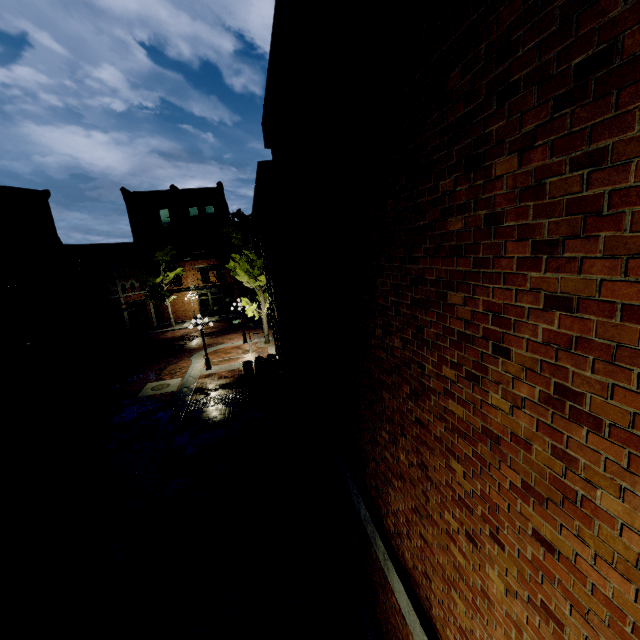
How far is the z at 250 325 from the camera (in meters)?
28.65

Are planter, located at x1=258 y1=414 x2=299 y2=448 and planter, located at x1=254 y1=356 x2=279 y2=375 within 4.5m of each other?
no

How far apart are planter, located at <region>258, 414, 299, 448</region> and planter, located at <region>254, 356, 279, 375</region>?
6.9m

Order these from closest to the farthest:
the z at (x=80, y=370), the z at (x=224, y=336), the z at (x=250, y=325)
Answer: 1. the z at (x=80, y=370)
2. the z at (x=224, y=336)
3. the z at (x=250, y=325)

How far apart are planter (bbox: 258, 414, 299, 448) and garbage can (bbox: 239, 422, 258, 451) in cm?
8

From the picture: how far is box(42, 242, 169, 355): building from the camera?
30.33m

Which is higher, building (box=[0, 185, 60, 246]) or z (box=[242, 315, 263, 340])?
building (box=[0, 185, 60, 246])

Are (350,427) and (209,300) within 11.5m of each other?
no
